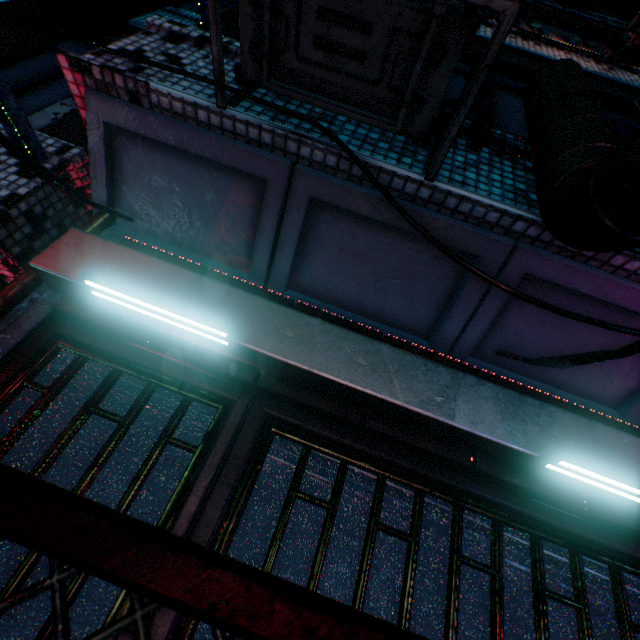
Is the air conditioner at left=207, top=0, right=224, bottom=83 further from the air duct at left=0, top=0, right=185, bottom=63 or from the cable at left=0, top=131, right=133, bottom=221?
the air duct at left=0, top=0, right=185, bottom=63

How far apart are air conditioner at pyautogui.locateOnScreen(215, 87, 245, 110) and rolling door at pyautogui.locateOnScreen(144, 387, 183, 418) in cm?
146

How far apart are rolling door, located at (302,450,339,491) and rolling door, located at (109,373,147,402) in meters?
0.3 m

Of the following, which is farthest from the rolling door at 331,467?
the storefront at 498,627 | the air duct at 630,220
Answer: the air duct at 630,220

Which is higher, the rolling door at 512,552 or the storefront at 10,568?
the rolling door at 512,552

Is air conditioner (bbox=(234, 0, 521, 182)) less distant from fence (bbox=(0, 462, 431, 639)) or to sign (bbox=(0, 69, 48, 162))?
sign (bbox=(0, 69, 48, 162))

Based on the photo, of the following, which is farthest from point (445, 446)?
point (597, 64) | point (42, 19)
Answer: point (597, 64)

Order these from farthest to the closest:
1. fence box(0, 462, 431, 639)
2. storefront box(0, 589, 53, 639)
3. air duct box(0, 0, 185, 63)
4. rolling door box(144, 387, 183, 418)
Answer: air duct box(0, 0, 185, 63) < rolling door box(144, 387, 183, 418) < storefront box(0, 589, 53, 639) < fence box(0, 462, 431, 639)
